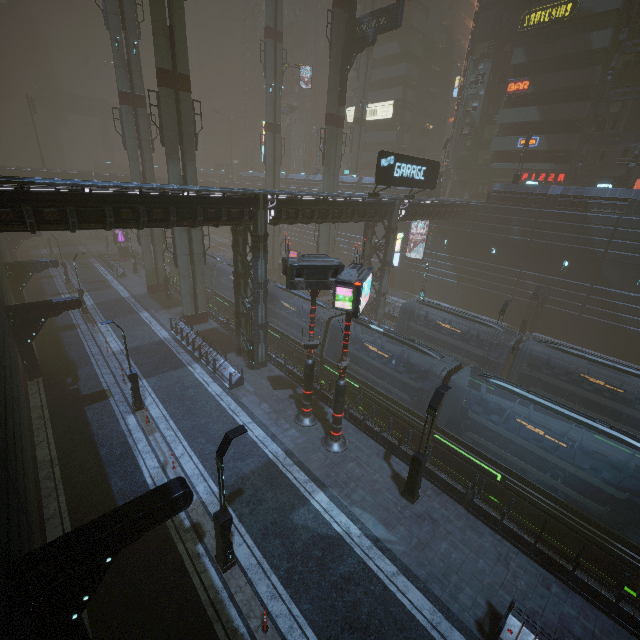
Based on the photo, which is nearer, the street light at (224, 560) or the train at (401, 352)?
the street light at (224, 560)

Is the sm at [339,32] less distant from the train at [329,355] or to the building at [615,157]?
the building at [615,157]

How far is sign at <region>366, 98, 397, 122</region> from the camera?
51.3 meters

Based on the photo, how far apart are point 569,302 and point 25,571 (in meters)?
38.99

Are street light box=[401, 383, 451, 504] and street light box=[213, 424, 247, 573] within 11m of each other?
yes

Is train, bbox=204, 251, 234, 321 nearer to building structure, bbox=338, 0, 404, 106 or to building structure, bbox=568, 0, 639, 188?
building structure, bbox=338, 0, 404, 106

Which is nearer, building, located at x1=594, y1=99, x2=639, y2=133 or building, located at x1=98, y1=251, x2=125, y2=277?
building, located at x1=594, y1=99, x2=639, y2=133

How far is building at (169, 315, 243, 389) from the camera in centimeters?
2122cm
